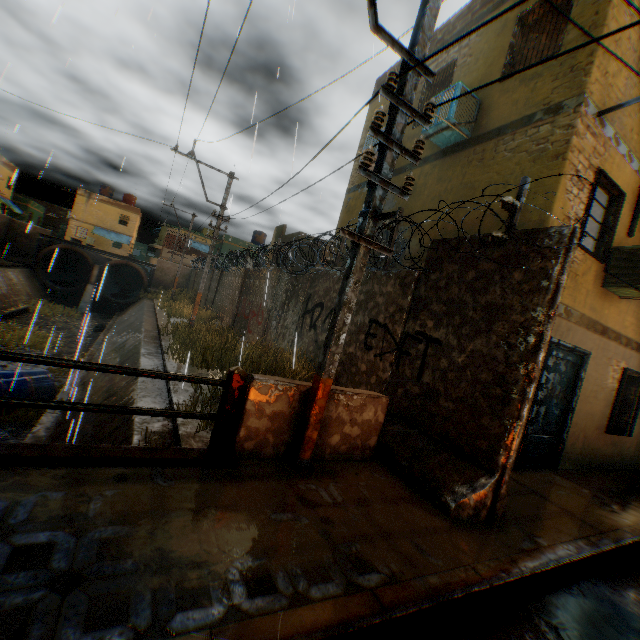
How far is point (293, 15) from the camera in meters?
6.0 m

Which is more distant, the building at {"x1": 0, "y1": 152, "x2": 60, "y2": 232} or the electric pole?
the building at {"x1": 0, "y1": 152, "x2": 60, "y2": 232}

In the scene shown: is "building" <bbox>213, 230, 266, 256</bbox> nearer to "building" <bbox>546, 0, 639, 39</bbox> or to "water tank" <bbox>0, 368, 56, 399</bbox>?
"building" <bbox>546, 0, 639, 39</bbox>

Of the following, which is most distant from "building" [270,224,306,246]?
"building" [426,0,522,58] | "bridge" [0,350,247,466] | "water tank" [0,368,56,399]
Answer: "bridge" [0,350,247,466]

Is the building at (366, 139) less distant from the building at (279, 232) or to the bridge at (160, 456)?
the building at (279, 232)

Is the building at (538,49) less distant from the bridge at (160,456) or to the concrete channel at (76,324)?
the concrete channel at (76,324)

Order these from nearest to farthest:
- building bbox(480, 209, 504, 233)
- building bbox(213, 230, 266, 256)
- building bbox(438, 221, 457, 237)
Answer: building bbox(480, 209, 504, 233) < building bbox(438, 221, 457, 237) < building bbox(213, 230, 266, 256)

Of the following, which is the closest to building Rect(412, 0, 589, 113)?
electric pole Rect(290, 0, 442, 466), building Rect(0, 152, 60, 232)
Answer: building Rect(0, 152, 60, 232)
